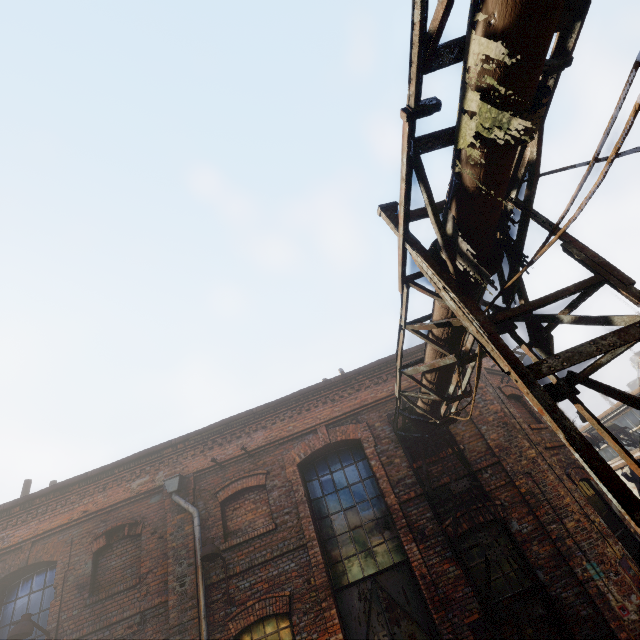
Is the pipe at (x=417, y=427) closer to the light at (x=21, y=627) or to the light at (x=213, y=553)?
the light at (x=21, y=627)

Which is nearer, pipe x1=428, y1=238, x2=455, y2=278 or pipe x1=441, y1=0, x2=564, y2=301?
pipe x1=441, y1=0, x2=564, y2=301

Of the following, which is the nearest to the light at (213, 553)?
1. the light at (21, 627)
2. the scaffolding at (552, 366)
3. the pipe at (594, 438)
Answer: the light at (21, 627)

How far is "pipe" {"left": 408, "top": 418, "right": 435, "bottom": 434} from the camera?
7.2m

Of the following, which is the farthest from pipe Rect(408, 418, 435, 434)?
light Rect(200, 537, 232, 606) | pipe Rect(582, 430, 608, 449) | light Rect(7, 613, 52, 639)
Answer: pipe Rect(582, 430, 608, 449)

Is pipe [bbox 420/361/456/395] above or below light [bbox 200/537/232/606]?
above

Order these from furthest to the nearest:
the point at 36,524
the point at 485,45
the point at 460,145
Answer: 1. the point at 36,524
2. the point at 460,145
3. the point at 485,45
